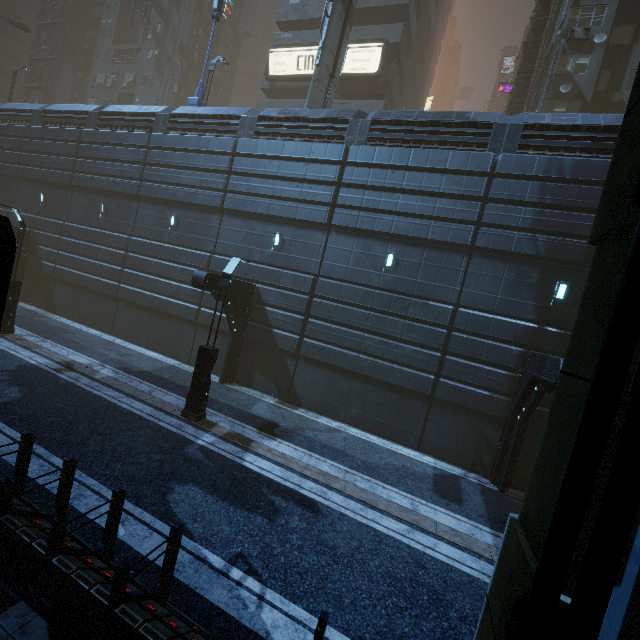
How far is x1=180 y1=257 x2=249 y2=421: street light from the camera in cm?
1052

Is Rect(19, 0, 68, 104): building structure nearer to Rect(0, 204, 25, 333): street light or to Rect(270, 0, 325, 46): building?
Rect(270, 0, 325, 46): building

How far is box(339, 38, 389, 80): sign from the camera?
25.06m

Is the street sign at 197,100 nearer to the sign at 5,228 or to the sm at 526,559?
the sm at 526,559

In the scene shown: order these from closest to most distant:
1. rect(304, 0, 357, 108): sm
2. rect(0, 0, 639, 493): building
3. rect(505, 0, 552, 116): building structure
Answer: rect(0, 0, 639, 493): building
rect(304, 0, 357, 108): sm
rect(505, 0, 552, 116): building structure

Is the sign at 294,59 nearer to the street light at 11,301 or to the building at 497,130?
the building at 497,130

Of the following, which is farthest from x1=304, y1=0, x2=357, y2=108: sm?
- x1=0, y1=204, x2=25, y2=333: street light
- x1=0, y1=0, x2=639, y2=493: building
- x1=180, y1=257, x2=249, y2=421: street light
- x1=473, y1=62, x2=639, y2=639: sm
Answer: x1=0, y1=204, x2=25, y2=333: street light

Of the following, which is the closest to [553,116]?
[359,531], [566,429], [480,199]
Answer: [480,199]
